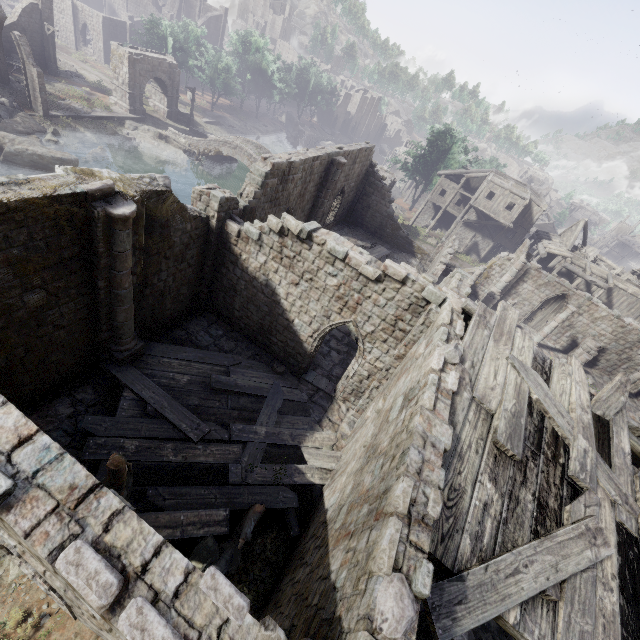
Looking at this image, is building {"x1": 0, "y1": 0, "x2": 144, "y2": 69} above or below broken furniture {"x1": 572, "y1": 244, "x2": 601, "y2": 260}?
below

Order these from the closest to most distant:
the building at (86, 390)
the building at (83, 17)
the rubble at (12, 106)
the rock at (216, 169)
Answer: the building at (86, 390), the rubble at (12, 106), the building at (83, 17), the rock at (216, 169)

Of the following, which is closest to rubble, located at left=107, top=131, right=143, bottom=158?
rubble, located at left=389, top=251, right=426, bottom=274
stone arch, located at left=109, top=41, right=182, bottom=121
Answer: stone arch, located at left=109, top=41, right=182, bottom=121

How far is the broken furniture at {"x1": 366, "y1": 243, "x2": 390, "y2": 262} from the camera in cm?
2592

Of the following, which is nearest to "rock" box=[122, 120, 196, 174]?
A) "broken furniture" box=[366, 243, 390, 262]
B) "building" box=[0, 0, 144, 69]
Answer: "building" box=[0, 0, 144, 69]

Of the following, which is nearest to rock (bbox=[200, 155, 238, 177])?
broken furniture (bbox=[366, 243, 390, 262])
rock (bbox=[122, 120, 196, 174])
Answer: rock (bbox=[122, 120, 196, 174])

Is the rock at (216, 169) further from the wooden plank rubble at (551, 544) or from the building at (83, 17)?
the wooden plank rubble at (551, 544)

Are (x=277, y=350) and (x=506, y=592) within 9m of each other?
no
